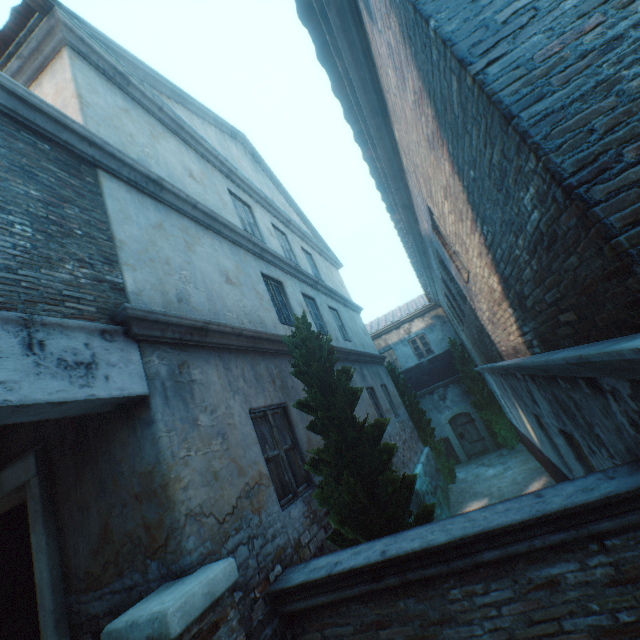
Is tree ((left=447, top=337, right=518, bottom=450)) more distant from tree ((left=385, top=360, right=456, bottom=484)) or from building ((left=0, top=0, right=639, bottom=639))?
building ((left=0, top=0, right=639, bottom=639))

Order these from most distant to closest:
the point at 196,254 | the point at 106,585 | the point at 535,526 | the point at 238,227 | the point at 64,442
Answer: the point at 238,227 < the point at 196,254 < the point at 64,442 < the point at 106,585 < the point at 535,526

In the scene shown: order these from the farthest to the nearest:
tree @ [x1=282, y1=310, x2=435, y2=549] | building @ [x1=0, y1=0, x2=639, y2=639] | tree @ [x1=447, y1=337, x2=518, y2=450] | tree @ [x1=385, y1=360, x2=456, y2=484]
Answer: tree @ [x1=447, y1=337, x2=518, y2=450], tree @ [x1=385, y1=360, x2=456, y2=484], tree @ [x1=282, y1=310, x2=435, y2=549], building @ [x1=0, y1=0, x2=639, y2=639]

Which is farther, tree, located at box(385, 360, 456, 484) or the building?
tree, located at box(385, 360, 456, 484)

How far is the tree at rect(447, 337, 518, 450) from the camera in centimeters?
1461cm

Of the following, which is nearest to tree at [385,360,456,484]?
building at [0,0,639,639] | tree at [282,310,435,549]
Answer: tree at [282,310,435,549]

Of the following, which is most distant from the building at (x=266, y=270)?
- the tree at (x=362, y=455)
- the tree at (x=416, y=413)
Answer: the tree at (x=416, y=413)
